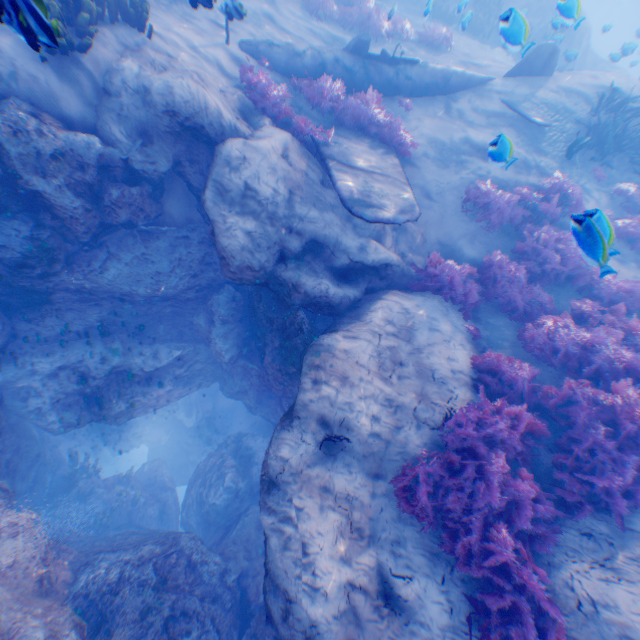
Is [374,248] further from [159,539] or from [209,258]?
[159,539]

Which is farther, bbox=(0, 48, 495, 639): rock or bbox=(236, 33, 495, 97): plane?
bbox=(236, 33, 495, 97): plane

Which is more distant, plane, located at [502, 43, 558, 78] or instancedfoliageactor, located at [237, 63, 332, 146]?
plane, located at [502, 43, 558, 78]

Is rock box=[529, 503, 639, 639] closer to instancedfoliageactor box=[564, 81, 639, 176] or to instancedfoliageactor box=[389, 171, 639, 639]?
instancedfoliageactor box=[389, 171, 639, 639]

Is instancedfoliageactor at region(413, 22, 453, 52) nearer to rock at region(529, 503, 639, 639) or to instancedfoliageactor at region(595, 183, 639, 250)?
rock at region(529, 503, 639, 639)

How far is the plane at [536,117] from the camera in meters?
9.7 m

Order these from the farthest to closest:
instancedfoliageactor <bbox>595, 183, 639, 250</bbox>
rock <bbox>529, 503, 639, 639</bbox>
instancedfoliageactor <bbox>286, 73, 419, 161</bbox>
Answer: instancedfoliageactor <bbox>286, 73, 419, 161</bbox>
rock <bbox>529, 503, 639, 639</bbox>
instancedfoliageactor <bbox>595, 183, 639, 250</bbox>
